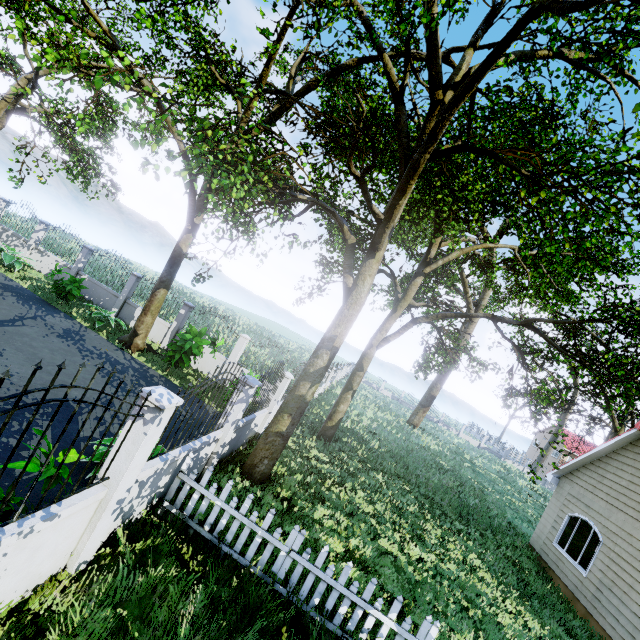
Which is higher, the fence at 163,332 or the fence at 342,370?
the fence at 342,370

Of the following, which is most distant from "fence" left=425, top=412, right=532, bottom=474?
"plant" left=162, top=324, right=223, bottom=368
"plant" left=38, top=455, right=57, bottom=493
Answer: "plant" left=162, top=324, right=223, bottom=368

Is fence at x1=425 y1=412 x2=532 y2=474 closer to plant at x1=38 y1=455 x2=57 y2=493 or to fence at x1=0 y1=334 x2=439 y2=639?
fence at x1=0 y1=334 x2=439 y2=639

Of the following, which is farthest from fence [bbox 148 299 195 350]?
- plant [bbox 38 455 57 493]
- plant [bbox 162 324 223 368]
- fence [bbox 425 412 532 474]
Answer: fence [bbox 425 412 532 474]

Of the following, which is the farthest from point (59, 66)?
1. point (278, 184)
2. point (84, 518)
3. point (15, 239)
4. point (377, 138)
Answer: point (15, 239)

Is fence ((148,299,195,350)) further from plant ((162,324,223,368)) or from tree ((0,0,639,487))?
plant ((162,324,223,368))

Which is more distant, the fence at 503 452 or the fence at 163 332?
the fence at 503 452

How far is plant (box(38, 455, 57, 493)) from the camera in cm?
353
